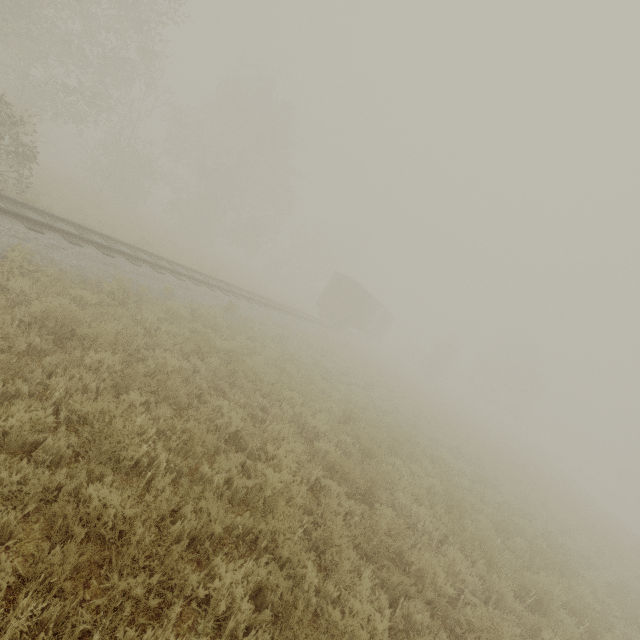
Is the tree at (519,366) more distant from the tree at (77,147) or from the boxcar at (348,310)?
the boxcar at (348,310)

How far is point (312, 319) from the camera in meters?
28.0 m

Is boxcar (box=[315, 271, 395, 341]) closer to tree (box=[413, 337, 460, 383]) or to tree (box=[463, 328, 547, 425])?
tree (box=[413, 337, 460, 383])

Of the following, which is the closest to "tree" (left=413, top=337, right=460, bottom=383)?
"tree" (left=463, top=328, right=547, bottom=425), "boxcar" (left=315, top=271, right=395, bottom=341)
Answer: "boxcar" (left=315, top=271, right=395, bottom=341)

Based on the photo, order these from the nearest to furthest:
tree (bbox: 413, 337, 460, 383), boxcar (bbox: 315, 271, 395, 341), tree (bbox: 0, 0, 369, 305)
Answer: tree (bbox: 0, 0, 369, 305), boxcar (bbox: 315, 271, 395, 341), tree (bbox: 413, 337, 460, 383)

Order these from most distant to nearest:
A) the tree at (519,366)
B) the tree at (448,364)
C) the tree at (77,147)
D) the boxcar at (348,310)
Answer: the tree at (519,366) → the tree at (448,364) → the boxcar at (348,310) → the tree at (77,147)
